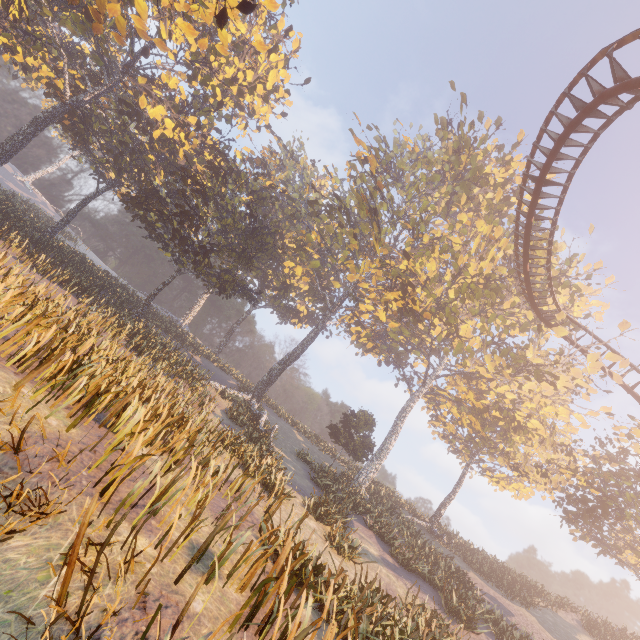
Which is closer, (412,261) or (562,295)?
(412,261)

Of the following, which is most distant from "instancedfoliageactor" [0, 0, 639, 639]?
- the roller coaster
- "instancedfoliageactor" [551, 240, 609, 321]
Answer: "instancedfoliageactor" [551, 240, 609, 321]

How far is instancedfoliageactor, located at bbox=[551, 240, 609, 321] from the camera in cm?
2788

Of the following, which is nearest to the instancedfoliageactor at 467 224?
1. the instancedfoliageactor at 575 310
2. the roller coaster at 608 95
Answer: the roller coaster at 608 95

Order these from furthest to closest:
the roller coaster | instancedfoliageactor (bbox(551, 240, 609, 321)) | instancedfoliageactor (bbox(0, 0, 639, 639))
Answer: instancedfoliageactor (bbox(551, 240, 609, 321)) < the roller coaster < instancedfoliageactor (bbox(0, 0, 639, 639))

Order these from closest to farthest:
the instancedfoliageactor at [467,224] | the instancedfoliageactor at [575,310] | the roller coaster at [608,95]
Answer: A:
1. the instancedfoliageactor at [467,224]
2. the roller coaster at [608,95]
3. the instancedfoliageactor at [575,310]

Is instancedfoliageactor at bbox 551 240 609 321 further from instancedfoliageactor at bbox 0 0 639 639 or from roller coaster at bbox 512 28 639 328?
instancedfoliageactor at bbox 0 0 639 639
